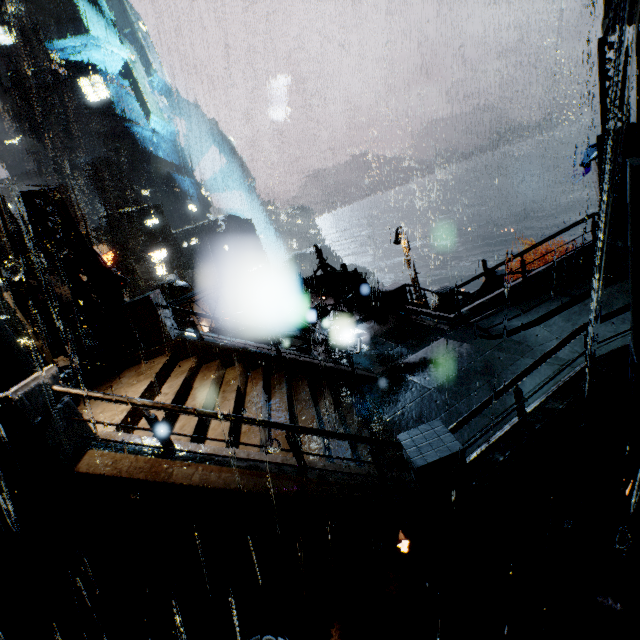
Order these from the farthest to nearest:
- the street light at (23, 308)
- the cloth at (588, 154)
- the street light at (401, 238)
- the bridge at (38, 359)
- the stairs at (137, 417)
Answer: the street light at (401, 238)
the cloth at (588, 154)
the bridge at (38, 359)
the street light at (23, 308)
the stairs at (137, 417)

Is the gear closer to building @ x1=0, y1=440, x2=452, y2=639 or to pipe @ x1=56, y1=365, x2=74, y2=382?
building @ x1=0, y1=440, x2=452, y2=639

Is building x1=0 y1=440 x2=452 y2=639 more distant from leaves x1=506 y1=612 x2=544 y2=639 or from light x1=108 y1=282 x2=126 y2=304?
leaves x1=506 y1=612 x2=544 y2=639

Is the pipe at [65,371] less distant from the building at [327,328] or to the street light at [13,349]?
the building at [327,328]

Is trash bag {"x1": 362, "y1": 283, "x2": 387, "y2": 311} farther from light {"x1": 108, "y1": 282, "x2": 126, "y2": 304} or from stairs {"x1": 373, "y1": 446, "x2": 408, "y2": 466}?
light {"x1": 108, "y1": 282, "x2": 126, "y2": 304}

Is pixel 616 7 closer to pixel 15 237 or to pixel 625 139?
pixel 625 139

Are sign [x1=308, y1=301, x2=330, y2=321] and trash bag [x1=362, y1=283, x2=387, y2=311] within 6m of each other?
yes

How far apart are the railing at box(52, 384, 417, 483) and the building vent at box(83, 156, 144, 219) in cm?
6352
